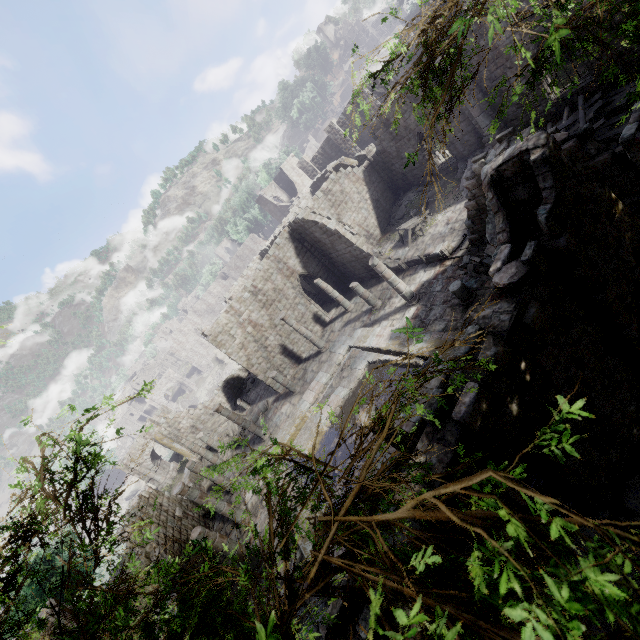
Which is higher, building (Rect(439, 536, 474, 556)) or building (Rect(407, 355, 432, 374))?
building (Rect(439, 536, 474, 556))

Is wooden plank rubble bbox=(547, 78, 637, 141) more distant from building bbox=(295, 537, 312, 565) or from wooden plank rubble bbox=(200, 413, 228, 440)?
wooden plank rubble bbox=(200, 413, 228, 440)

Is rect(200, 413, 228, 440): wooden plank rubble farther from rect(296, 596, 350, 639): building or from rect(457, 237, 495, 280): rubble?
rect(457, 237, 495, 280): rubble

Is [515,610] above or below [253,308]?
above

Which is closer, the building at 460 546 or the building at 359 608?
the building at 359 608

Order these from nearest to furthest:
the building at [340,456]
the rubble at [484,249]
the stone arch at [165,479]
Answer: the rubble at [484,249] → the building at [340,456] → the stone arch at [165,479]

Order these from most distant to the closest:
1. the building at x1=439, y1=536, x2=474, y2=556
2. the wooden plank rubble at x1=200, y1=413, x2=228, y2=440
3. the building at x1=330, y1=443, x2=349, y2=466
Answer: the wooden plank rubble at x1=200, y1=413, x2=228, y2=440 < the building at x1=330, y1=443, x2=349, y2=466 < the building at x1=439, y1=536, x2=474, y2=556
